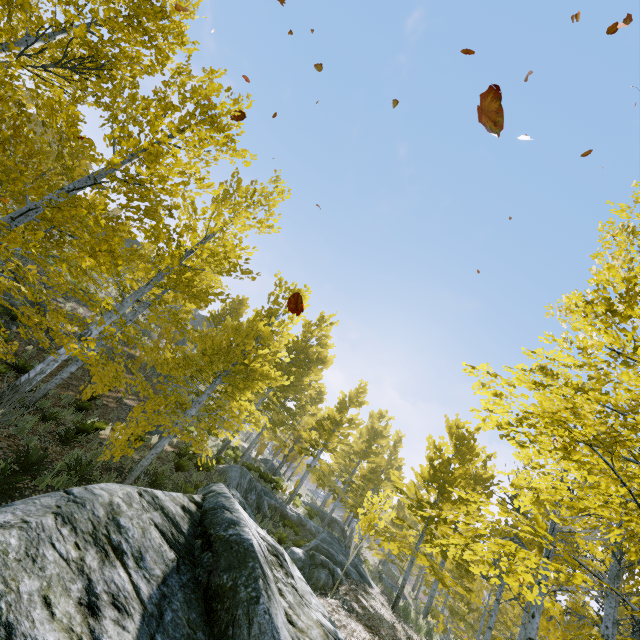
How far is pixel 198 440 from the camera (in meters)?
8.84

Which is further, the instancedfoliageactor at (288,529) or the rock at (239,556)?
the instancedfoliageactor at (288,529)

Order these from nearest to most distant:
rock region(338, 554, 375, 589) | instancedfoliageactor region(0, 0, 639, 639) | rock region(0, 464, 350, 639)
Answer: rock region(0, 464, 350, 639) < instancedfoliageactor region(0, 0, 639, 639) < rock region(338, 554, 375, 589)

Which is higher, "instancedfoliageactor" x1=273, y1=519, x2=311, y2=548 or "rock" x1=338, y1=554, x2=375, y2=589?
"rock" x1=338, y1=554, x2=375, y2=589

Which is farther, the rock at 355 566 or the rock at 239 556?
the rock at 355 566

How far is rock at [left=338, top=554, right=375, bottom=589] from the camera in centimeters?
1091cm

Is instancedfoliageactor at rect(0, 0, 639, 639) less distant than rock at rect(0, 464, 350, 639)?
No

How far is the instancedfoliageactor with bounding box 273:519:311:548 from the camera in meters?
14.0 m
